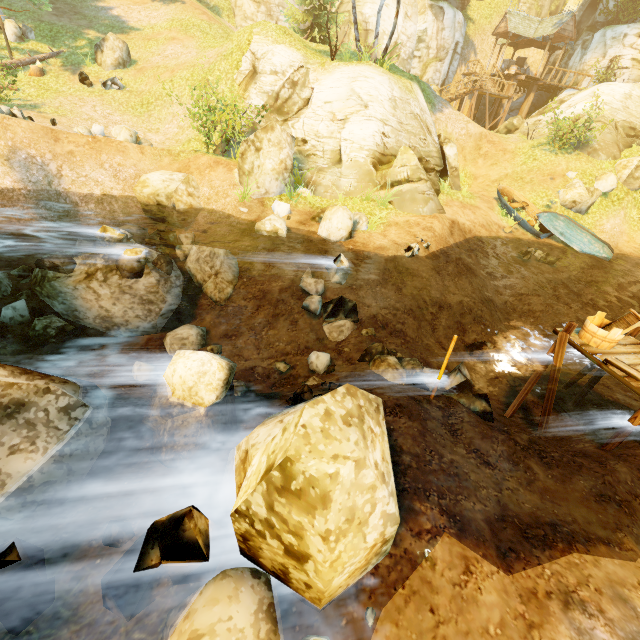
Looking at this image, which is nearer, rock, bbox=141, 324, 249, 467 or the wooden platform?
rock, bbox=141, 324, 249, 467

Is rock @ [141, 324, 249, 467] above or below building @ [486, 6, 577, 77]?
below

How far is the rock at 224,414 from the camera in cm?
416

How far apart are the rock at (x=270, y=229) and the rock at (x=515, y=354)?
7.9m

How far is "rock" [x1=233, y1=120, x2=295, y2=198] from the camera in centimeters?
1155cm

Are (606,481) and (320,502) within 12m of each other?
yes

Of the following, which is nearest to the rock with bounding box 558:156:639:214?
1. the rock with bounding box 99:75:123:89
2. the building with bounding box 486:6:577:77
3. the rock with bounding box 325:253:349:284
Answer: the building with bounding box 486:6:577:77

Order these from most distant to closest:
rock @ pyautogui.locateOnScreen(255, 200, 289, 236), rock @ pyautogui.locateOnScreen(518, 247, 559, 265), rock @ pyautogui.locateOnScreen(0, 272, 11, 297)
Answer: rock @ pyautogui.locateOnScreen(518, 247, 559, 265), rock @ pyautogui.locateOnScreen(255, 200, 289, 236), rock @ pyautogui.locateOnScreen(0, 272, 11, 297)
